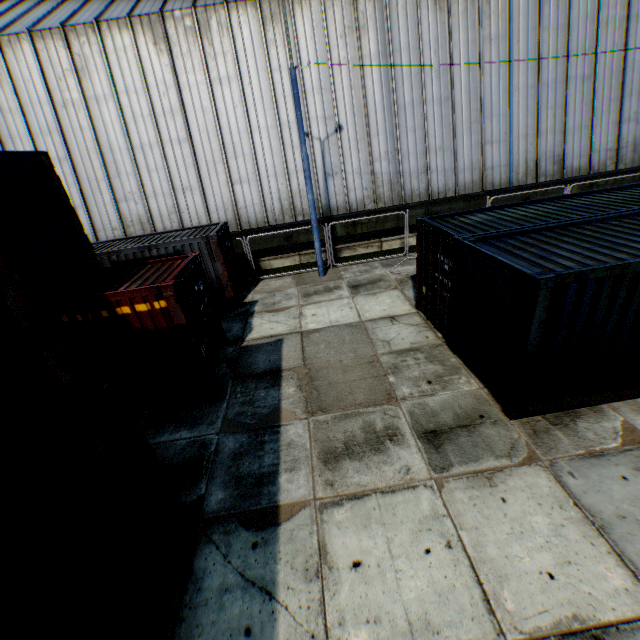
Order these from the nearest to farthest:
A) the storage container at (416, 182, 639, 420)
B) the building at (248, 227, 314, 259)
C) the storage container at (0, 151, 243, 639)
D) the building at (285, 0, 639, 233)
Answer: the storage container at (0, 151, 243, 639), the storage container at (416, 182, 639, 420), the building at (285, 0, 639, 233), the building at (248, 227, 314, 259)

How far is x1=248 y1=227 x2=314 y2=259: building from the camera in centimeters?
1702cm

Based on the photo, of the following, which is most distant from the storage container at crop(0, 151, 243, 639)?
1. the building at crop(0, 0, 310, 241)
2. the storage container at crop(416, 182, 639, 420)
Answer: the building at crop(0, 0, 310, 241)

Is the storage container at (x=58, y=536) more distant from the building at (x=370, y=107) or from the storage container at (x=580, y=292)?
the building at (x=370, y=107)

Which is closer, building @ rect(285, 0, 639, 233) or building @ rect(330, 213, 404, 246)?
building @ rect(285, 0, 639, 233)

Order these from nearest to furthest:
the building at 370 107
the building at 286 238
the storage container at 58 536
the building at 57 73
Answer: the storage container at 58 536 → the building at 57 73 → the building at 370 107 → the building at 286 238

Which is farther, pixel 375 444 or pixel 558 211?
pixel 558 211
